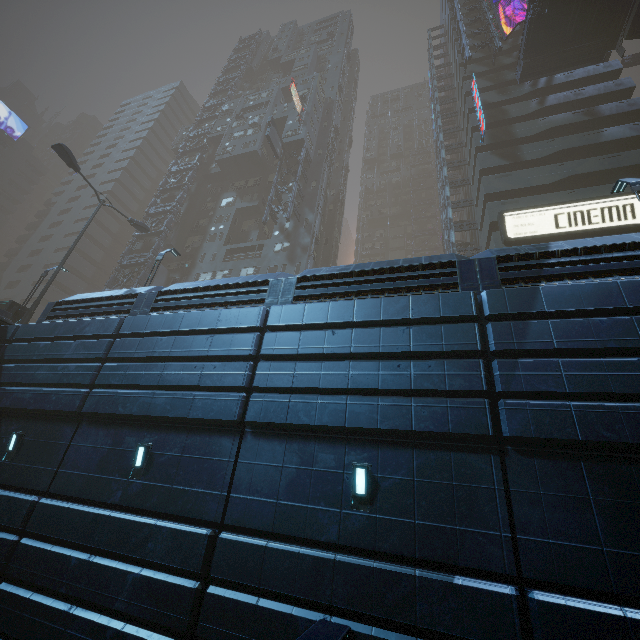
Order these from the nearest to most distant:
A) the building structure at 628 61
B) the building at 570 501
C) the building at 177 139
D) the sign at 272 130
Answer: the building at 570 501
the sign at 272 130
the building structure at 628 61
the building at 177 139

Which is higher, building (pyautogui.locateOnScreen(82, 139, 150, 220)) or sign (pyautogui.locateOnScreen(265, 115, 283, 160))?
building (pyautogui.locateOnScreen(82, 139, 150, 220))

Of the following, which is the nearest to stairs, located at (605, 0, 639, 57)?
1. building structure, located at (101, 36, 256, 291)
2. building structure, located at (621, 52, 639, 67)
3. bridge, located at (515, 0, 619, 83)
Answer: bridge, located at (515, 0, 619, 83)

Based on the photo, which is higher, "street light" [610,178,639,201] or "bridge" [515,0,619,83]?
"bridge" [515,0,619,83]

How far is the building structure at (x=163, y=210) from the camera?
34.5m

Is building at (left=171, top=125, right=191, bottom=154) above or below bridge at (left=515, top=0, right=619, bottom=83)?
above

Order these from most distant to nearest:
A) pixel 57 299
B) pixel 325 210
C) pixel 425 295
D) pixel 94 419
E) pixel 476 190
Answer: pixel 57 299
pixel 325 210
pixel 476 190
pixel 94 419
pixel 425 295

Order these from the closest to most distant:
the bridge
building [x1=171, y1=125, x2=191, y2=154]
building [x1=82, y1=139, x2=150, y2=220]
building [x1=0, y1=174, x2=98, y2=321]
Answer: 1. the bridge
2. building [x1=0, y1=174, x2=98, y2=321]
3. building [x1=171, y1=125, x2=191, y2=154]
4. building [x1=82, y1=139, x2=150, y2=220]
